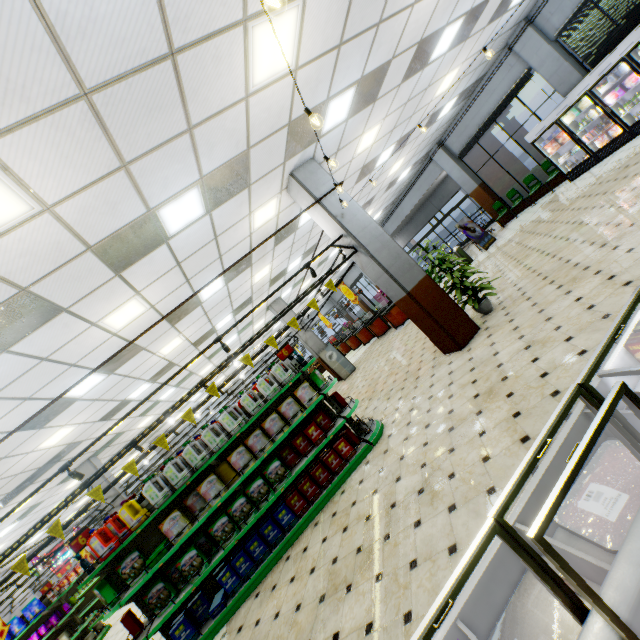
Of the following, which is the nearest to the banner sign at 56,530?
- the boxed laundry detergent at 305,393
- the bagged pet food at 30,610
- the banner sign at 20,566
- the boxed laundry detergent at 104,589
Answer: the banner sign at 20,566

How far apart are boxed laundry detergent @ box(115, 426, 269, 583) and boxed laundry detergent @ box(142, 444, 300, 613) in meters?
0.2

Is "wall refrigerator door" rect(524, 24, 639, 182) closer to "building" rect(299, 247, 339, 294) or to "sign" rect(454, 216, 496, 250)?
"building" rect(299, 247, 339, 294)

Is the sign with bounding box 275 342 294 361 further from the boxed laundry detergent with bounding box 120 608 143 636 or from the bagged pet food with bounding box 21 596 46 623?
the bagged pet food with bounding box 21 596 46 623

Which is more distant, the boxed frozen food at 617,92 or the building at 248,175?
the boxed frozen food at 617,92

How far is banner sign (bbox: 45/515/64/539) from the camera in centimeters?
457cm

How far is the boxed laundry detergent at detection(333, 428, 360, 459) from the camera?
5.8m

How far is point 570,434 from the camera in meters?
1.7 m
